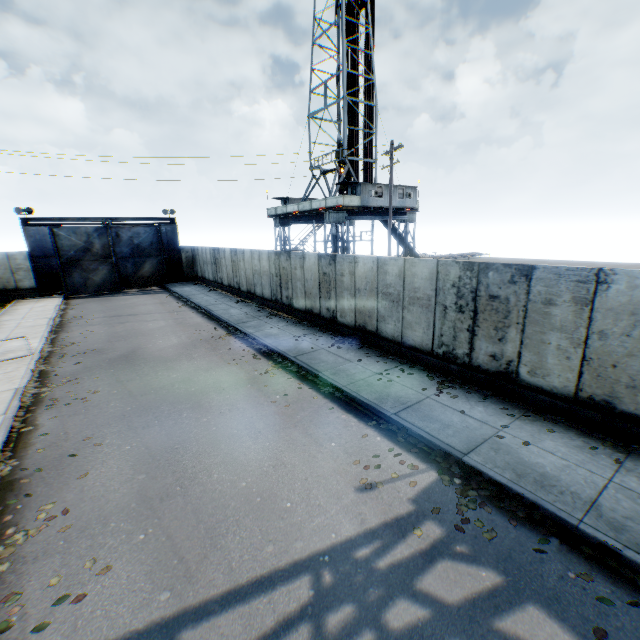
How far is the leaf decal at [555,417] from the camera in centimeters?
711cm

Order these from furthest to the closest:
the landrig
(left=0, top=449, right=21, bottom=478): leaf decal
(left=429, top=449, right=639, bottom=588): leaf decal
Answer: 1. the landrig
2. (left=0, top=449, right=21, bottom=478): leaf decal
3. (left=429, top=449, right=639, bottom=588): leaf decal

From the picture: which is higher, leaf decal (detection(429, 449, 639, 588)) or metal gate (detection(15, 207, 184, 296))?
metal gate (detection(15, 207, 184, 296))

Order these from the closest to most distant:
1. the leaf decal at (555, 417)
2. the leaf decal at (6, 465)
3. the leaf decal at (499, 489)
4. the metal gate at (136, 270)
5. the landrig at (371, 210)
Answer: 1. the leaf decal at (499, 489)
2. the leaf decal at (6, 465)
3. the leaf decal at (555, 417)
4. the metal gate at (136, 270)
5. the landrig at (371, 210)

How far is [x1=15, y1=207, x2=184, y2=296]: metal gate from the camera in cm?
2538

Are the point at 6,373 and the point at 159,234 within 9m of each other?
no

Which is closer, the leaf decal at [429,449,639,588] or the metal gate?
the leaf decal at [429,449,639,588]

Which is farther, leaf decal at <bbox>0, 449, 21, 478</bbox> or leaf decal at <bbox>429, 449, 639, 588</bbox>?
leaf decal at <bbox>0, 449, 21, 478</bbox>
